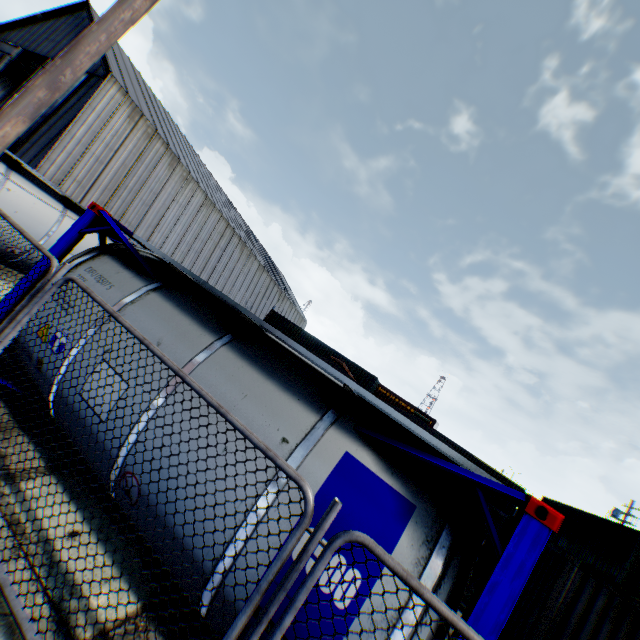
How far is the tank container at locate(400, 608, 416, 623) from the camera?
2.39m

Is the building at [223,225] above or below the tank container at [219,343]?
above

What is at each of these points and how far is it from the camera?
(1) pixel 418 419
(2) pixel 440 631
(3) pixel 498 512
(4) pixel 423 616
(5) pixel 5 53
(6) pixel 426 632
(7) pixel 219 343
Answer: (1) train, 10.4m
(2) tank container, 2.4m
(3) storage container, 24.4m
(4) tank container, 2.4m
(5) hanging door, 27.6m
(6) tank container, 2.3m
(7) tank container, 3.9m

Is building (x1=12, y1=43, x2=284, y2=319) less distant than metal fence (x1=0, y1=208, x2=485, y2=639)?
No

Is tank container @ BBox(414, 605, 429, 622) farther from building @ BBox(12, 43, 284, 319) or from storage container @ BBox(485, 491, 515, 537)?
building @ BBox(12, 43, 284, 319)

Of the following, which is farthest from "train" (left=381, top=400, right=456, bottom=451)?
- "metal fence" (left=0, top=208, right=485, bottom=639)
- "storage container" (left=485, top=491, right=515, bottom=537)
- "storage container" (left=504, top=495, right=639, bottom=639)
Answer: "metal fence" (left=0, top=208, right=485, bottom=639)

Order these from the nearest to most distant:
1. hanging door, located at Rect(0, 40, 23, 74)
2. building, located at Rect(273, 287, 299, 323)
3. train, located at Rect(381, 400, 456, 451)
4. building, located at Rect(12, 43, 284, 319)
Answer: train, located at Rect(381, 400, 456, 451)
building, located at Rect(12, 43, 284, 319)
hanging door, located at Rect(0, 40, 23, 74)
building, located at Rect(273, 287, 299, 323)

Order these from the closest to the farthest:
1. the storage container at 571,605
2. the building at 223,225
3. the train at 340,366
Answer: the storage container at 571,605 < the train at 340,366 < the building at 223,225
